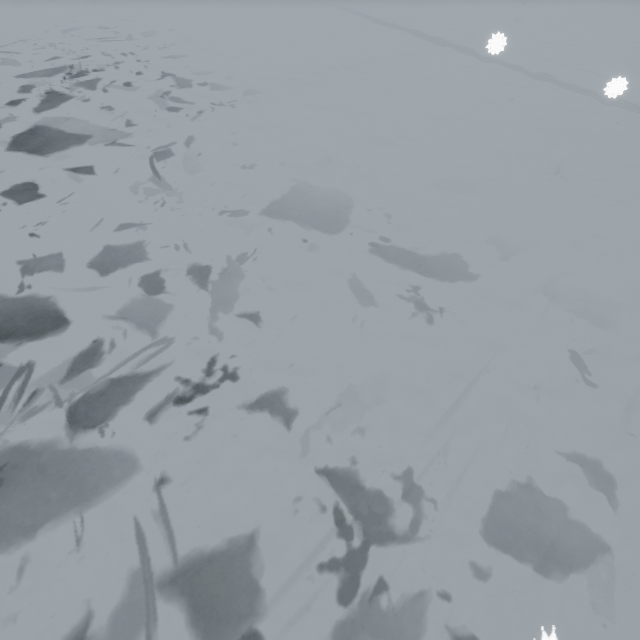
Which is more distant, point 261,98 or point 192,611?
point 261,98
